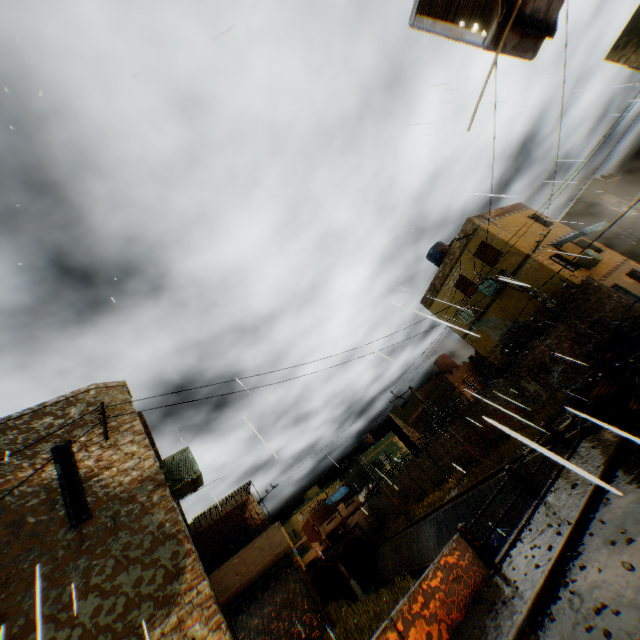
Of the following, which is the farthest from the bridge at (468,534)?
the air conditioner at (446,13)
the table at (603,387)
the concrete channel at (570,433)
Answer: the air conditioner at (446,13)

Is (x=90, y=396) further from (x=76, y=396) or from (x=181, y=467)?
(x=181, y=467)

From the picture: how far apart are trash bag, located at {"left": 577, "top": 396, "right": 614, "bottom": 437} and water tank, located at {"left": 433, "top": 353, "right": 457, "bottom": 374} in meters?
22.2 m

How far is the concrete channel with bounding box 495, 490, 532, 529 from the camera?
15.6m

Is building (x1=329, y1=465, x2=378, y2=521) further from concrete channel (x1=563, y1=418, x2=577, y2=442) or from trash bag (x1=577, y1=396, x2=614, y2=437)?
trash bag (x1=577, y1=396, x2=614, y2=437)

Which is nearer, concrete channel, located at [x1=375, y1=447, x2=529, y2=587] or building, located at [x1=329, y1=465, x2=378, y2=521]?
concrete channel, located at [x1=375, y1=447, x2=529, y2=587]

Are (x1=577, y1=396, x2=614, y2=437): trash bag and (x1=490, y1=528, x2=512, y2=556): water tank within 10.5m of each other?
yes

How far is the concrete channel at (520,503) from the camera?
15.57m
